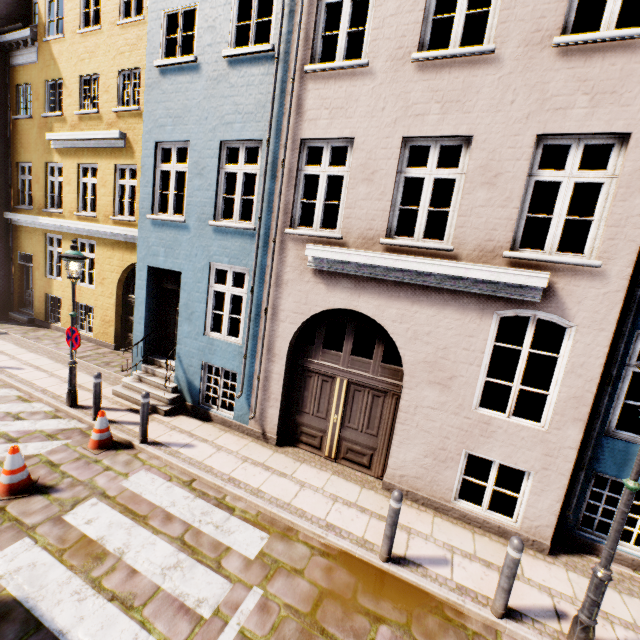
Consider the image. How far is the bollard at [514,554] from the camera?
4.0 meters

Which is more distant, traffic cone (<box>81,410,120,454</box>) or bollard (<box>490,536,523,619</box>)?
traffic cone (<box>81,410,120,454</box>)

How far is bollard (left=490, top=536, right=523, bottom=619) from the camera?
4.0 meters

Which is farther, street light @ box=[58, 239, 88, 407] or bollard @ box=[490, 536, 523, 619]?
street light @ box=[58, 239, 88, 407]

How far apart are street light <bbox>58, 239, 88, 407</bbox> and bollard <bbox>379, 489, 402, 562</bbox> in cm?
743

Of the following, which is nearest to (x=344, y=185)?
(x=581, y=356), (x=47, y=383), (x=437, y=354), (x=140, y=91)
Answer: (x=437, y=354)

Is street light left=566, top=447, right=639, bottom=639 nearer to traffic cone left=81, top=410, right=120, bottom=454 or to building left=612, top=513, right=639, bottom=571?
building left=612, top=513, right=639, bottom=571

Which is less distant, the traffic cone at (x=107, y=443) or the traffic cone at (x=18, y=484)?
the traffic cone at (x=18, y=484)
